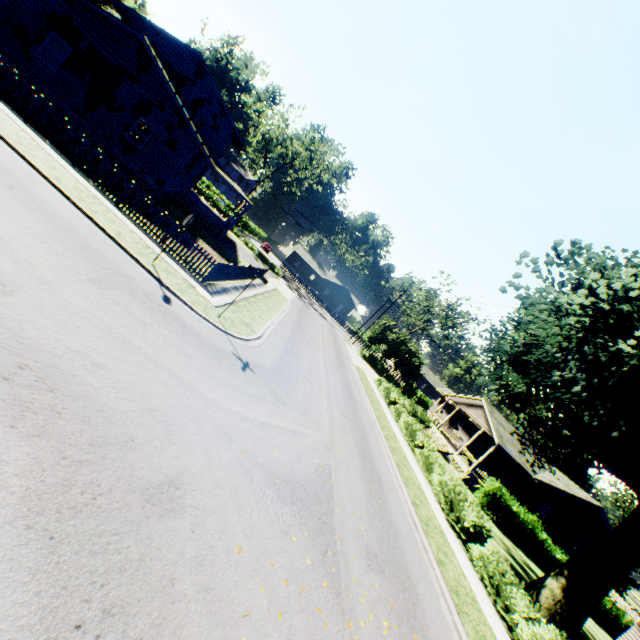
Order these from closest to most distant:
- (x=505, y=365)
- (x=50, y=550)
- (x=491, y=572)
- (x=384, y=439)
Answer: (x=50, y=550)
(x=491, y=572)
(x=384, y=439)
(x=505, y=365)

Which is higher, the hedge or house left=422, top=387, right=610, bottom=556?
house left=422, top=387, right=610, bottom=556

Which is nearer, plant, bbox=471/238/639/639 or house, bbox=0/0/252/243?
plant, bbox=471/238/639/639

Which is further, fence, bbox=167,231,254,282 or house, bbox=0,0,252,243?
house, bbox=0,0,252,243

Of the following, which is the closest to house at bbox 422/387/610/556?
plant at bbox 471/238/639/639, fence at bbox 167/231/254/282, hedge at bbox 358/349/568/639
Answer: plant at bbox 471/238/639/639

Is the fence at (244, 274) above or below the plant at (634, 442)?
below

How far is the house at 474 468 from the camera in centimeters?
2739cm

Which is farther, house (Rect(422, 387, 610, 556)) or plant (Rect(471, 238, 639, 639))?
house (Rect(422, 387, 610, 556))
